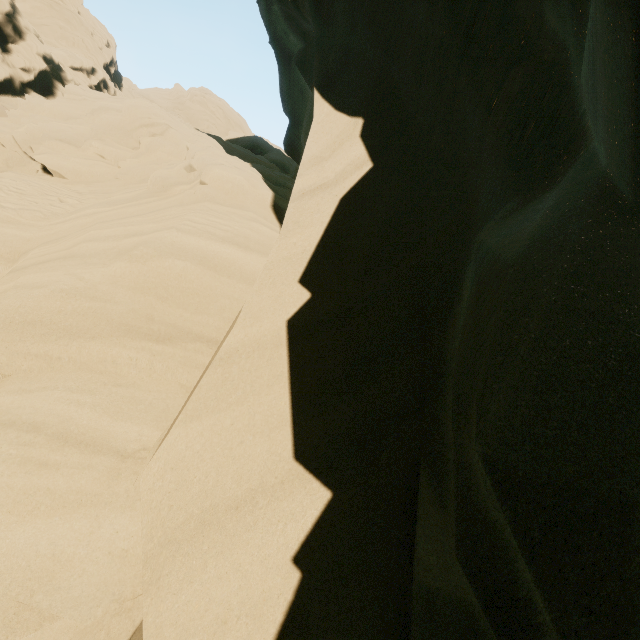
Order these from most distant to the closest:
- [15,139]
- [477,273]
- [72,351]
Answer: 1. [15,139]
2. [72,351]
3. [477,273]
